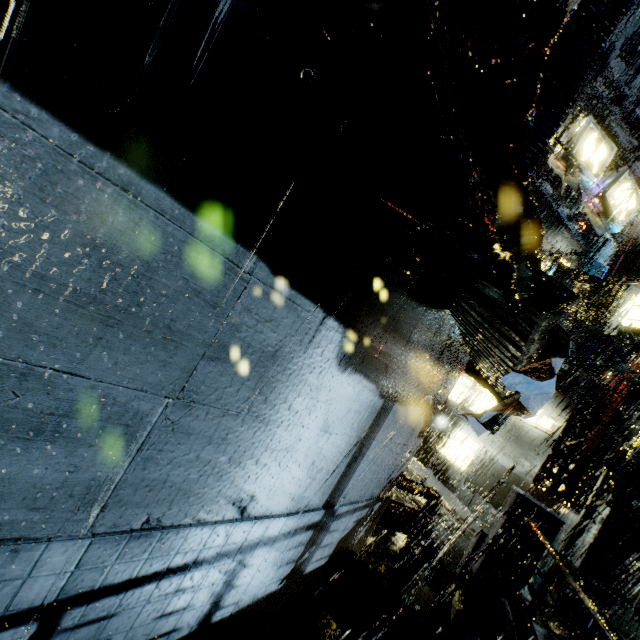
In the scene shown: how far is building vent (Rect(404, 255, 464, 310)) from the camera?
2.9m

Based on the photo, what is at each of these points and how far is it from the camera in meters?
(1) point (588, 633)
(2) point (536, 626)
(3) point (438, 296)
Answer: (1) railing, 3.4
(2) bridge, 5.2
(3) building vent, 3.0

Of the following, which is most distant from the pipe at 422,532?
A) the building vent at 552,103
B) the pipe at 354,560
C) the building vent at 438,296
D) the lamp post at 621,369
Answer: the lamp post at 621,369

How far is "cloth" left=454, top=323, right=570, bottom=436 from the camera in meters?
3.4

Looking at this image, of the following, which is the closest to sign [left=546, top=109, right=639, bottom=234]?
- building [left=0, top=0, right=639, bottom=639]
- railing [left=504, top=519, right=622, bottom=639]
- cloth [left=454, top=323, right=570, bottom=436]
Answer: building [left=0, top=0, right=639, bottom=639]

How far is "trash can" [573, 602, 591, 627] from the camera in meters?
8.8 m

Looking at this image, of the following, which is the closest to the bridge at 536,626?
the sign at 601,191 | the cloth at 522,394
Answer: the cloth at 522,394

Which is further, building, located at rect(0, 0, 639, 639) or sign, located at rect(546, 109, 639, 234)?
sign, located at rect(546, 109, 639, 234)
